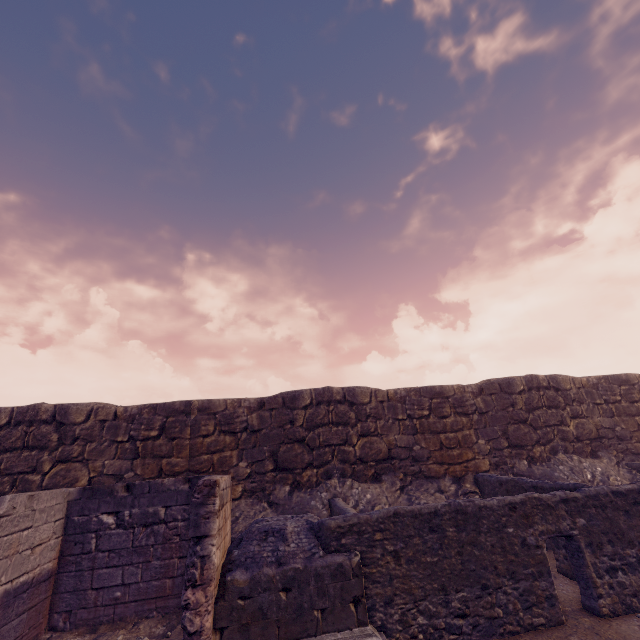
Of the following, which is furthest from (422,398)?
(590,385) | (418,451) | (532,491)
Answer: (590,385)
